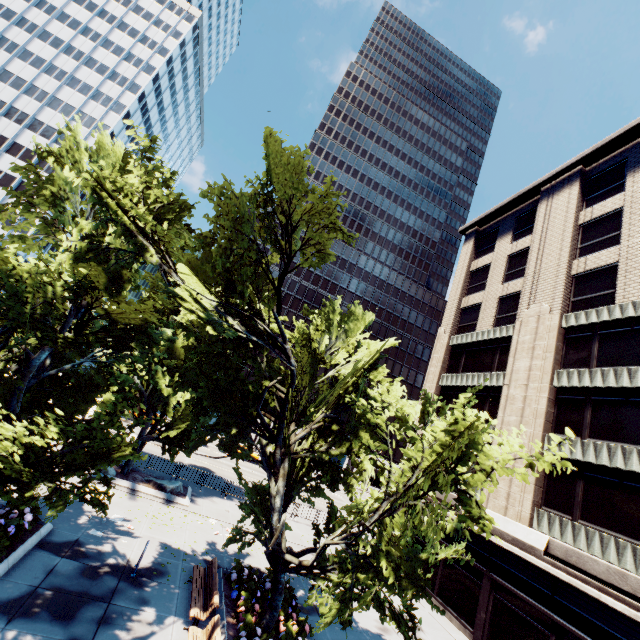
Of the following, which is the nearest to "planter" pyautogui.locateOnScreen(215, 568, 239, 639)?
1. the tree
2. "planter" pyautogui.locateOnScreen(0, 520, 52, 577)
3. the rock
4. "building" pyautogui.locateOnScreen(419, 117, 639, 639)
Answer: the tree

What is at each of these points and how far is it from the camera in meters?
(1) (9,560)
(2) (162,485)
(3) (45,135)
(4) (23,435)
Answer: (1) planter, 9.4 m
(2) rock, 19.3 m
(3) building, 54.6 m
(4) tree, 6.8 m

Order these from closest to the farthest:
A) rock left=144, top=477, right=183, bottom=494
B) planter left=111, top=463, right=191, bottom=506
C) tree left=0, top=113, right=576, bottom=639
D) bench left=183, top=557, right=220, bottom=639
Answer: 1. tree left=0, top=113, right=576, bottom=639
2. bench left=183, top=557, right=220, bottom=639
3. planter left=111, top=463, right=191, bottom=506
4. rock left=144, top=477, right=183, bottom=494

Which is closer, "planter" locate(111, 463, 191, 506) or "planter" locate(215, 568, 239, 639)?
"planter" locate(215, 568, 239, 639)

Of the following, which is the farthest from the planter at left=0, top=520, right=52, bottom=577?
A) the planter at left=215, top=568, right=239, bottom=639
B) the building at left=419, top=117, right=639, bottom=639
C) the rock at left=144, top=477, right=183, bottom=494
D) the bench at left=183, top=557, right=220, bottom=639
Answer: the building at left=419, top=117, right=639, bottom=639

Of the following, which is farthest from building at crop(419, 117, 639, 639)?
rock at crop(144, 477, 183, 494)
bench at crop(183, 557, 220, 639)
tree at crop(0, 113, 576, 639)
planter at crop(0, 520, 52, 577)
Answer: rock at crop(144, 477, 183, 494)

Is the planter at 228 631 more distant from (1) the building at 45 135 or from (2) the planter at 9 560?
(1) the building at 45 135

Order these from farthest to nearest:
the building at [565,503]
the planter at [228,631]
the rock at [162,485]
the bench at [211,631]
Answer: A:
the rock at [162,485]
the building at [565,503]
the planter at [228,631]
the bench at [211,631]
